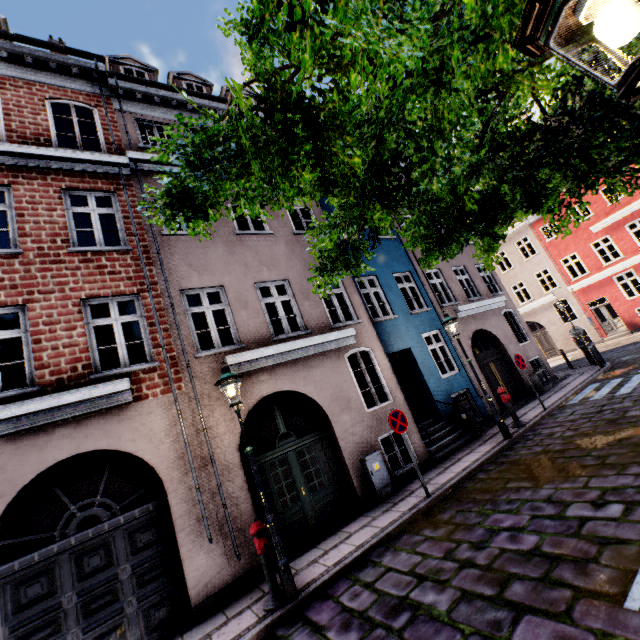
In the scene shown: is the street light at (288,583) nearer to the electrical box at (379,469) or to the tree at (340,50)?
the tree at (340,50)

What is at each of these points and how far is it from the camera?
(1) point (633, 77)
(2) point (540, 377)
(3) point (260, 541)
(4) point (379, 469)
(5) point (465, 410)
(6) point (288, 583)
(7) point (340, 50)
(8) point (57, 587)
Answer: (1) street light, 1.15m
(2) electrical box, 13.57m
(3) hydrant, 5.29m
(4) electrical box, 8.20m
(5) electrical box, 10.45m
(6) street light, 5.03m
(7) tree, 2.14m
(8) building, 5.18m

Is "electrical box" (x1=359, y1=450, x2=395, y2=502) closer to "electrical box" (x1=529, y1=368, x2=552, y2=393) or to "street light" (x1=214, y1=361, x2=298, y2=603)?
"street light" (x1=214, y1=361, x2=298, y2=603)

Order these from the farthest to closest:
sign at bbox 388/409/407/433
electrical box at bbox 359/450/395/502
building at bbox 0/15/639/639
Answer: electrical box at bbox 359/450/395/502, sign at bbox 388/409/407/433, building at bbox 0/15/639/639

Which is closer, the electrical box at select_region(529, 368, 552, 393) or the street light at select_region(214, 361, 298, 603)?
the street light at select_region(214, 361, 298, 603)

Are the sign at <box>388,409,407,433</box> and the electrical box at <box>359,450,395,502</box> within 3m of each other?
yes

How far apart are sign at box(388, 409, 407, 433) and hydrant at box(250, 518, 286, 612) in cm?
335

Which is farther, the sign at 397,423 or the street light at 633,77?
the sign at 397,423
